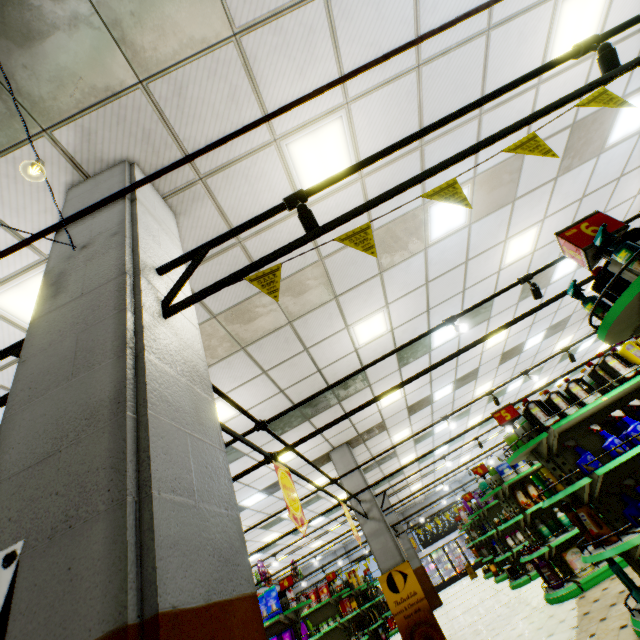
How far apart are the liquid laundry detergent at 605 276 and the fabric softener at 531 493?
6.3m

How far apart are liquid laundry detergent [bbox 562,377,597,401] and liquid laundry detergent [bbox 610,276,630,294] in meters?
2.4

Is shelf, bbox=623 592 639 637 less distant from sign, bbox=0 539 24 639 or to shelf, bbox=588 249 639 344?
shelf, bbox=588 249 639 344

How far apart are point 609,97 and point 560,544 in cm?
815

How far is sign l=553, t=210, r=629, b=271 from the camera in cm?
204

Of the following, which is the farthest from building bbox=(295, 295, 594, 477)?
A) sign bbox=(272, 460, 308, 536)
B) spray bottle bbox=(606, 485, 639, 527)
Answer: sign bbox=(272, 460, 308, 536)

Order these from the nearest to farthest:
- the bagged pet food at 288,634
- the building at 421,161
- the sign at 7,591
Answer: the sign at 7,591 → the building at 421,161 → the bagged pet food at 288,634

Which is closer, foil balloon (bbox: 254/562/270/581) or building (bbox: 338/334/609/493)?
foil balloon (bbox: 254/562/270/581)
